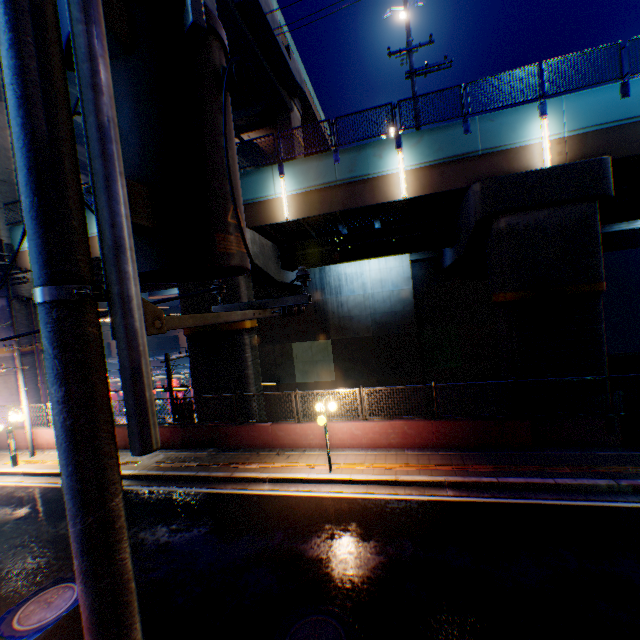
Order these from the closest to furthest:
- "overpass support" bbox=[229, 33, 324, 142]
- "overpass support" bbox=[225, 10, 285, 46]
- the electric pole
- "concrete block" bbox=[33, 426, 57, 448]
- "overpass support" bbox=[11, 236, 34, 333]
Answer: the electric pole < "concrete block" bbox=[33, 426, 57, 448] < "overpass support" bbox=[11, 236, 34, 333] < "overpass support" bbox=[225, 10, 285, 46] < "overpass support" bbox=[229, 33, 324, 142]

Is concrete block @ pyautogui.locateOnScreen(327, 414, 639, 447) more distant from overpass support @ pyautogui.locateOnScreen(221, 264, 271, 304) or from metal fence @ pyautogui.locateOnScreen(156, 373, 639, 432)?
overpass support @ pyautogui.locateOnScreen(221, 264, 271, 304)

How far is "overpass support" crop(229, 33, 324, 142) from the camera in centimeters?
2275cm

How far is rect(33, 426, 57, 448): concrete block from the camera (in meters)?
15.32

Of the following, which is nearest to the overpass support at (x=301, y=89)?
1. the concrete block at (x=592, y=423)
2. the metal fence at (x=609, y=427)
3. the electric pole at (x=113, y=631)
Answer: the metal fence at (x=609, y=427)

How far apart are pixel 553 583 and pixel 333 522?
4.6 meters

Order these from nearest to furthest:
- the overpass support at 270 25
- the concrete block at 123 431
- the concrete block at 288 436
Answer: the concrete block at 288 436, the concrete block at 123 431, the overpass support at 270 25
